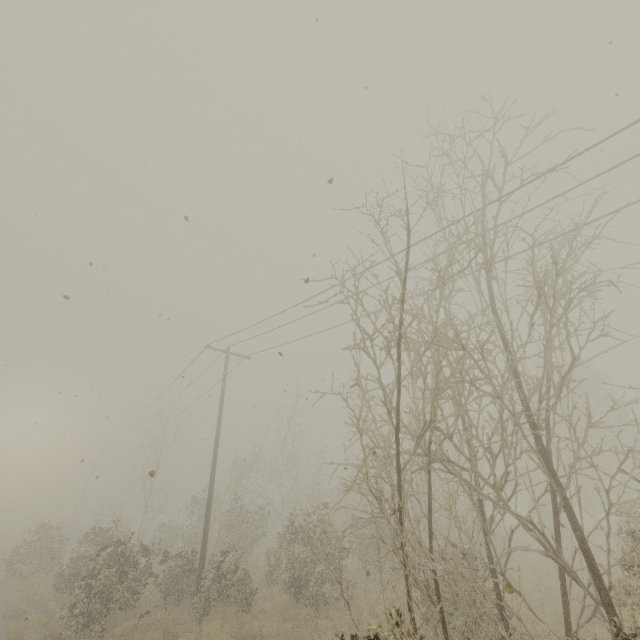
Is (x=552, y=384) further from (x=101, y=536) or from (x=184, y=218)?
(x=101, y=536)
